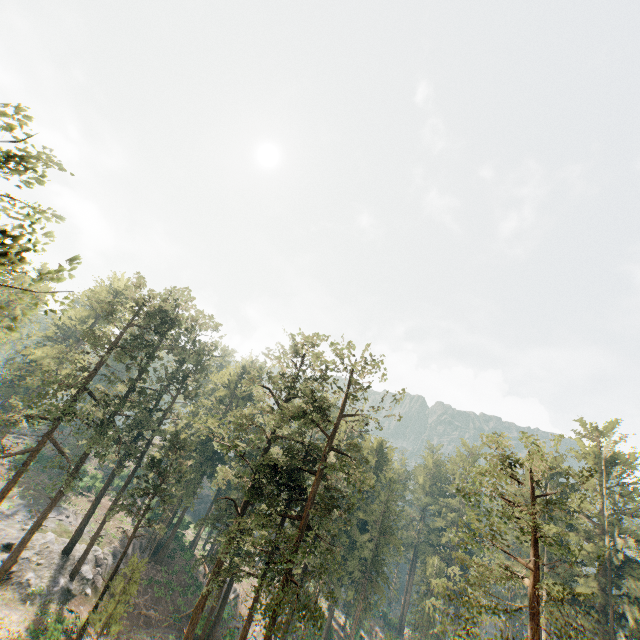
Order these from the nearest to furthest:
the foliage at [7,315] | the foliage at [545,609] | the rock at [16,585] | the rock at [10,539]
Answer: the foliage at [545,609], the foliage at [7,315], the rock at [16,585], the rock at [10,539]

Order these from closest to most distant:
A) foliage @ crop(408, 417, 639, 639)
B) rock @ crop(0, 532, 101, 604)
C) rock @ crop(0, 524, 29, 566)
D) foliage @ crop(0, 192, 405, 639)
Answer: foliage @ crop(408, 417, 639, 639)
foliage @ crop(0, 192, 405, 639)
rock @ crop(0, 532, 101, 604)
rock @ crop(0, 524, 29, 566)

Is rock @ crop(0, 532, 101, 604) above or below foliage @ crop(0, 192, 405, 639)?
below

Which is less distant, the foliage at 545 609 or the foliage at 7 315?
the foliage at 545 609

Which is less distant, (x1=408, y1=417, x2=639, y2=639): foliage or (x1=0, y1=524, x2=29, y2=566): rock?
(x1=408, y1=417, x2=639, y2=639): foliage

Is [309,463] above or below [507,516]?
below
